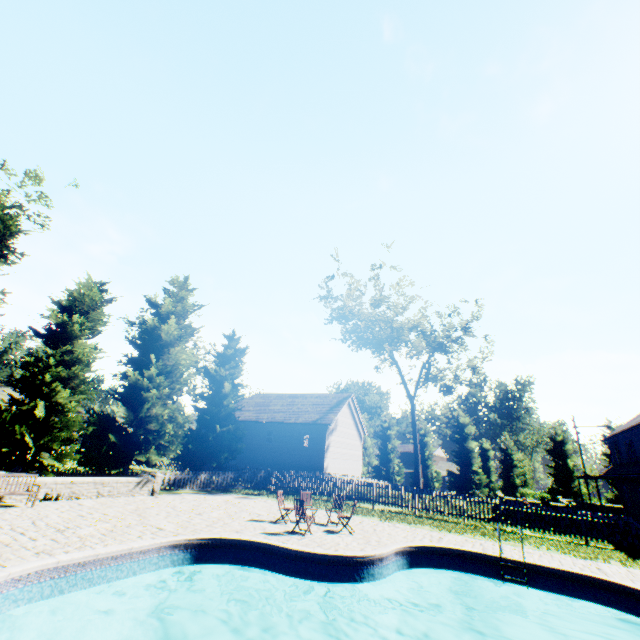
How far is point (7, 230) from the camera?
13.8 meters

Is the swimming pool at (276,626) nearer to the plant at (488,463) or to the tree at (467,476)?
the tree at (467,476)

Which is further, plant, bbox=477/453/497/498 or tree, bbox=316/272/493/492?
plant, bbox=477/453/497/498

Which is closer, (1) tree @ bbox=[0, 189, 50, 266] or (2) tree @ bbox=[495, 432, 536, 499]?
(1) tree @ bbox=[0, 189, 50, 266]

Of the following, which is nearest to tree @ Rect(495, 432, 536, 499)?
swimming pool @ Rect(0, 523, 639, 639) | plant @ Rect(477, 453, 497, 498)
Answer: plant @ Rect(477, 453, 497, 498)

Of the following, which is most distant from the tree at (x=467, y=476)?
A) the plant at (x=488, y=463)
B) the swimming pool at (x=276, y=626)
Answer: the swimming pool at (x=276, y=626)
